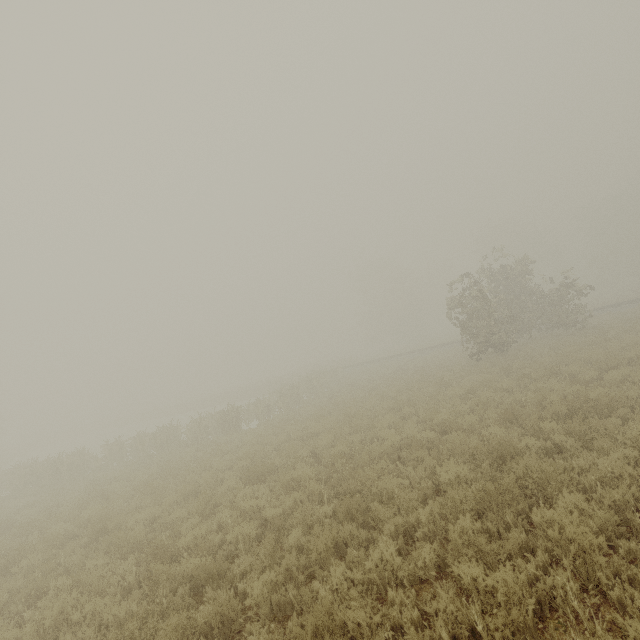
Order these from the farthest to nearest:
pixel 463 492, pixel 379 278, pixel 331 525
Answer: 1. pixel 379 278
2. pixel 331 525
3. pixel 463 492
